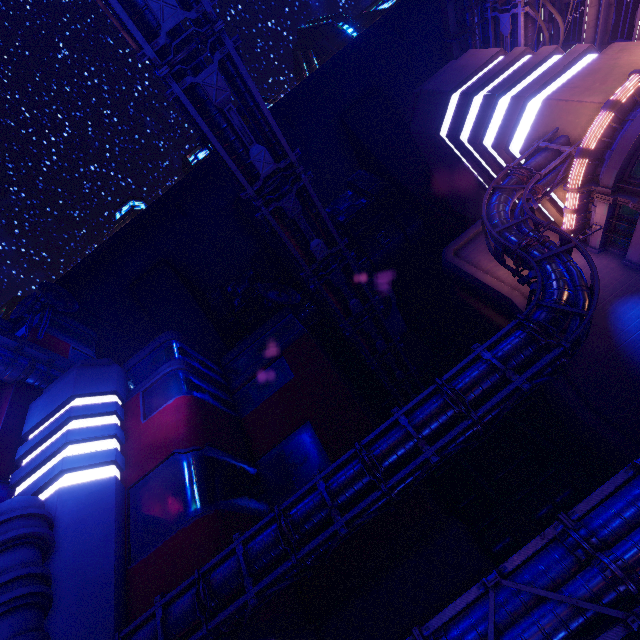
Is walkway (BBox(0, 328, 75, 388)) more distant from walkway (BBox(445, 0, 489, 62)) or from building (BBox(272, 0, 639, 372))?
walkway (BBox(445, 0, 489, 62))

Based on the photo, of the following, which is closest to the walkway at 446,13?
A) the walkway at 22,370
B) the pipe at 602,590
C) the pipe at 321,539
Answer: the pipe at 321,539

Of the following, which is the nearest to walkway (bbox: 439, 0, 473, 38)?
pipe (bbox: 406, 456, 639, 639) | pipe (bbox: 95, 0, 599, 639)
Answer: pipe (bbox: 95, 0, 599, 639)

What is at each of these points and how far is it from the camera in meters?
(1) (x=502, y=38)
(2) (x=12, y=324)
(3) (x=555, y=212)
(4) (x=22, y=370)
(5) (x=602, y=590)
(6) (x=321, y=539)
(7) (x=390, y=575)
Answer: (1) pipe, 33.8
(2) building, 43.3
(3) building, 24.4
(4) walkway, 32.8
(5) pipe, 7.6
(6) pipe, 14.0
(7) building, 19.6

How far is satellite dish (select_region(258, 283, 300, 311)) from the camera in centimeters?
4078cm

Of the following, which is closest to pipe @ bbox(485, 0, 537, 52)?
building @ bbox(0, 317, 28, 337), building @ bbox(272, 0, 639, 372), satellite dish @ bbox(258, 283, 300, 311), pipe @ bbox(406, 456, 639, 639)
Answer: building @ bbox(272, 0, 639, 372)

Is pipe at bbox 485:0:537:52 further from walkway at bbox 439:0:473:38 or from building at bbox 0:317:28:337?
building at bbox 0:317:28:337

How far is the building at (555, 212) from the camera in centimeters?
2295cm
